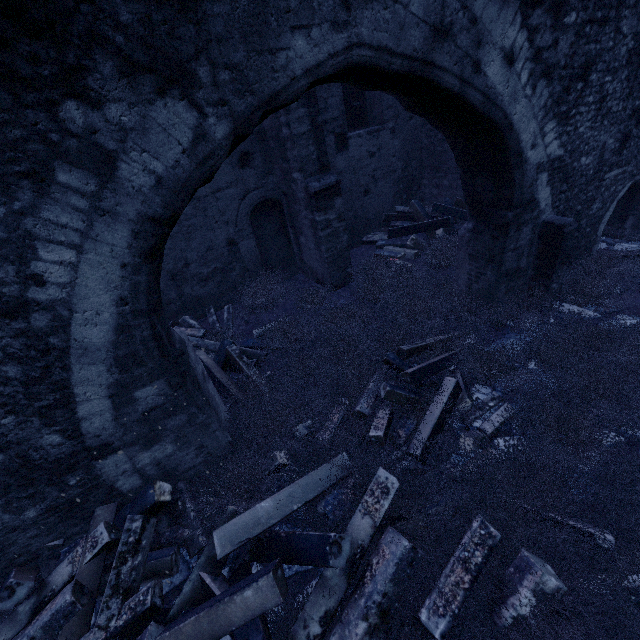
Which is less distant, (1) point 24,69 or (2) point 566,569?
(1) point 24,69

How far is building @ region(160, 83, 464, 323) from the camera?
6.0 meters

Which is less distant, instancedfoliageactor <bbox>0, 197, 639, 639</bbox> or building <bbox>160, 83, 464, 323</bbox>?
instancedfoliageactor <bbox>0, 197, 639, 639</bbox>

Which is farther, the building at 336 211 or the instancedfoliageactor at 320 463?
the building at 336 211

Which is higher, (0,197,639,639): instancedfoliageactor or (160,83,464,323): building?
(160,83,464,323): building

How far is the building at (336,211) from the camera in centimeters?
596cm
